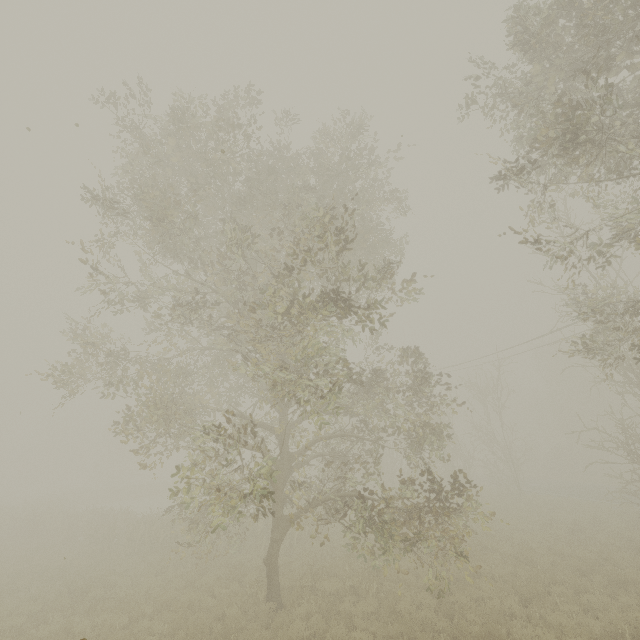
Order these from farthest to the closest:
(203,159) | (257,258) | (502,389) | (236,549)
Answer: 1. (502,389)
2. (236,549)
3. (257,258)
4. (203,159)
